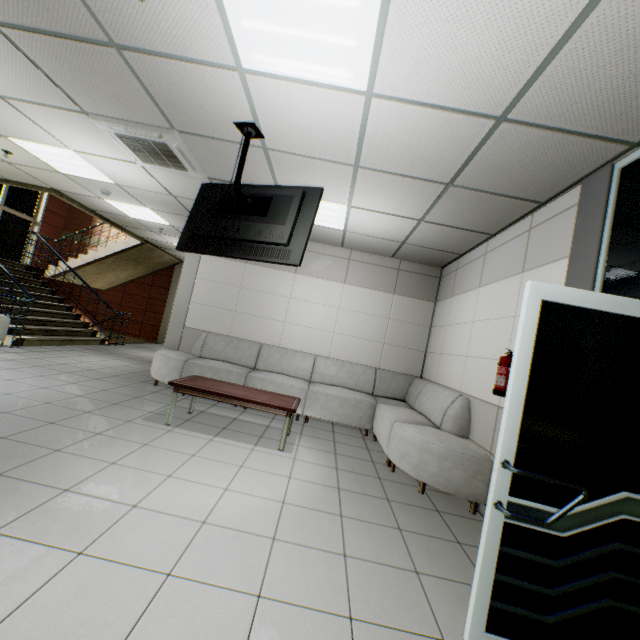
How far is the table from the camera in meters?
3.9

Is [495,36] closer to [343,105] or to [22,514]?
[343,105]

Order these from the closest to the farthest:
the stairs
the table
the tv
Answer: the tv < the table < the stairs

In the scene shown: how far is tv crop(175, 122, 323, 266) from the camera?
3.1m

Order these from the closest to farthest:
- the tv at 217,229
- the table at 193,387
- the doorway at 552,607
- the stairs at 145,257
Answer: the doorway at 552,607 → the tv at 217,229 → the table at 193,387 → the stairs at 145,257

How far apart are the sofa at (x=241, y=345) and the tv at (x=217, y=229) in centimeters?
231cm

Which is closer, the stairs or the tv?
the tv

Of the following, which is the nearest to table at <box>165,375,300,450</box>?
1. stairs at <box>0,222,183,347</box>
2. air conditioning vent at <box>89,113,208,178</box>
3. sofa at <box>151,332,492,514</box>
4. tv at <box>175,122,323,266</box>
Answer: sofa at <box>151,332,492,514</box>
